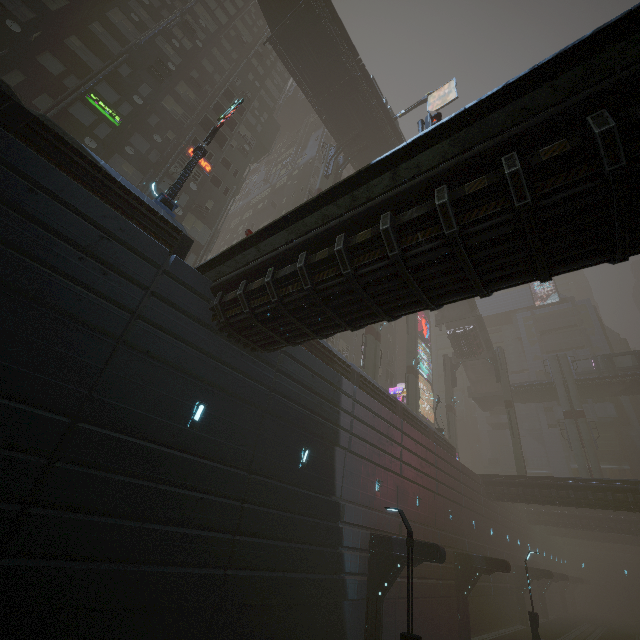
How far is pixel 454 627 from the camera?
21.47m

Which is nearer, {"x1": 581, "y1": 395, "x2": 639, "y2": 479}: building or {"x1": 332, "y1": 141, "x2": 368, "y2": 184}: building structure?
{"x1": 332, "y1": 141, "x2": 368, "y2": 184}: building structure

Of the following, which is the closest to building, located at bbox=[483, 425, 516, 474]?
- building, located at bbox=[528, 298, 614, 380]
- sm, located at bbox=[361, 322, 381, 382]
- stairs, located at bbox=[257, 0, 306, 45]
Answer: building, located at bbox=[528, 298, 614, 380]

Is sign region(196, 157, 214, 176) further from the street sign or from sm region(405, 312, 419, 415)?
sm region(405, 312, 419, 415)

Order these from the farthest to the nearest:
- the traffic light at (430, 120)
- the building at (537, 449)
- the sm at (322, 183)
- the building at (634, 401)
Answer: the building at (537, 449) < the building at (634, 401) < the sm at (322, 183) < the traffic light at (430, 120)

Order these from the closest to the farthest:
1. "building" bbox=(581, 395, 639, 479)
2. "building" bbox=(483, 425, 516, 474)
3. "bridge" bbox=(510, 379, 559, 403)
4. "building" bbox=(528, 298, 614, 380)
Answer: "building" bbox=(581, 395, 639, 479)
"bridge" bbox=(510, 379, 559, 403)
"building" bbox=(528, 298, 614, 380)
"building" bbox=(483, 425, 516, 474)

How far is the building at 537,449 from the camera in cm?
4947

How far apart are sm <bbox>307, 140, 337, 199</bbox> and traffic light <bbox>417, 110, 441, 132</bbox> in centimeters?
1181cm
